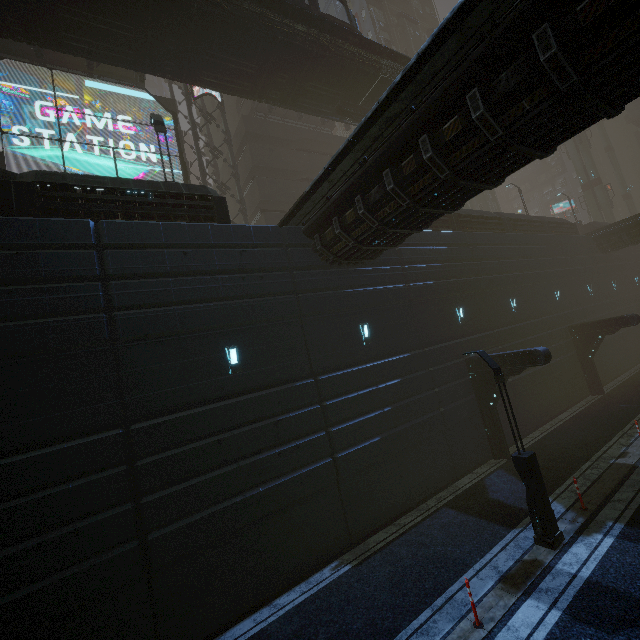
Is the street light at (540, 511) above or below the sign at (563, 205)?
below

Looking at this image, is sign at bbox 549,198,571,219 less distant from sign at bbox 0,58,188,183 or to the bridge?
the bridge

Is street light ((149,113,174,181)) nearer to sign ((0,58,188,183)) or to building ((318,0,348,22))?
building ((318,0,348,22))

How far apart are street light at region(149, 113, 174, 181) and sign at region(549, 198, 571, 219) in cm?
6513

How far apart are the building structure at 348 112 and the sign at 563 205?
50.0m

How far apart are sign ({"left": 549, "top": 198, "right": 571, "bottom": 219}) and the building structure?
50.0 meters

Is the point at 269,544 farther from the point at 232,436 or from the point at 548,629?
the point at 548,629

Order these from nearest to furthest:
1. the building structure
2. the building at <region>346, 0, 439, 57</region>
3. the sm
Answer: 1. the building structure
2. the building at <region>346, 0, 439, 57</region>
3. the sm
